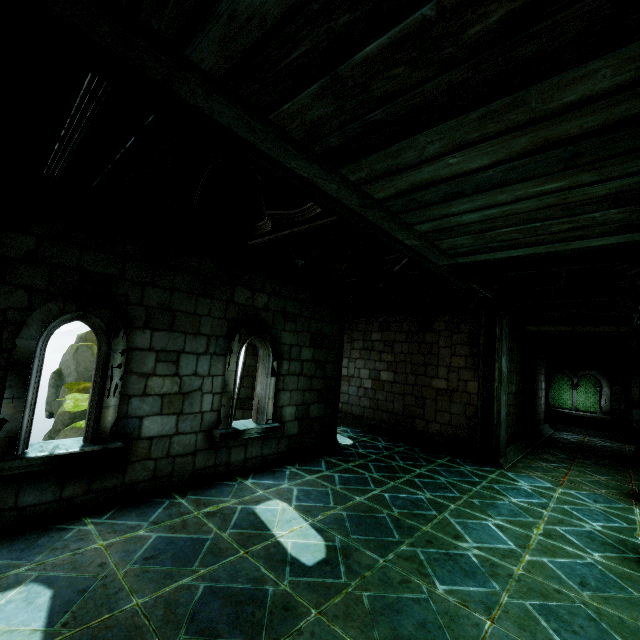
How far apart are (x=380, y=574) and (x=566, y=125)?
4.8 meters

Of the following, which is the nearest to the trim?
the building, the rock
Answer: the building

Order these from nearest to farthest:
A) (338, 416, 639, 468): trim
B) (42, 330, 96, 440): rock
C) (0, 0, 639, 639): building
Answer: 1. (0, 0, 639, 639): building
2. (338, 416, 639, 468): trim
3. (42, 330, 96, 440): rock

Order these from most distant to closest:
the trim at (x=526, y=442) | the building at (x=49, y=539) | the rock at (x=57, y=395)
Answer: the rock at (x=57, y=395) → the trim at (x=526, y=442) → the building at (x=49, y=539)

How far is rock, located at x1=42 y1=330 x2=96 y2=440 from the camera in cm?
1591

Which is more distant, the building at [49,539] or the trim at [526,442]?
the trim at [526,442]

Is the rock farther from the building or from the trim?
the trim
